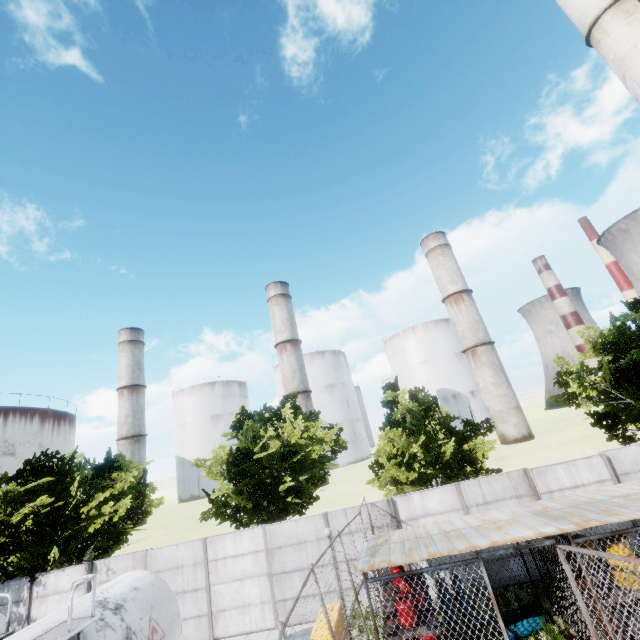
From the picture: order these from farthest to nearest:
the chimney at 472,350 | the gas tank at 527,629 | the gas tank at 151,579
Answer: the chimney at 472,350 → the gas tank at 527,629 → the gas tank at 151,579

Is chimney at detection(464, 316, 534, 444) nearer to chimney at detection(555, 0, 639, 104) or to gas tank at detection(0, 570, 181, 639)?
chimney at detection(555, 0, 639, 104)

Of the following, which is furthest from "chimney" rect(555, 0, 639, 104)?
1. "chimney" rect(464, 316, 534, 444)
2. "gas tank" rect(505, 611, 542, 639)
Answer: "chimney" rect(464, 316, 534, 444)

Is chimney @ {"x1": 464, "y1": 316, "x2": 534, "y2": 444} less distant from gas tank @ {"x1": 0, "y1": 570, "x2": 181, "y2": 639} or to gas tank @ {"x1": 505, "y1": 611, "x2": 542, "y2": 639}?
gas tank @ {"x1": 505, "y1": 611, "x2": 542, "y2": 639}

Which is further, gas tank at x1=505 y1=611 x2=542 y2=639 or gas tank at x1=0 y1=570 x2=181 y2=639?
gas tank at x1=505 y1=611 x2=542 y2=639

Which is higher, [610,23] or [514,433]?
[610,23]

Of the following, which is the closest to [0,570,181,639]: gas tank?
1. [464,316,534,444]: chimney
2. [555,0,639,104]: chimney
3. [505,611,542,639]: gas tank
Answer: [505,611,542,639]: gas tank

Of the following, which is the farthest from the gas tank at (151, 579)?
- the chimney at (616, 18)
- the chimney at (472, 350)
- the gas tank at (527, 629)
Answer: the chimney at (472, 350)
